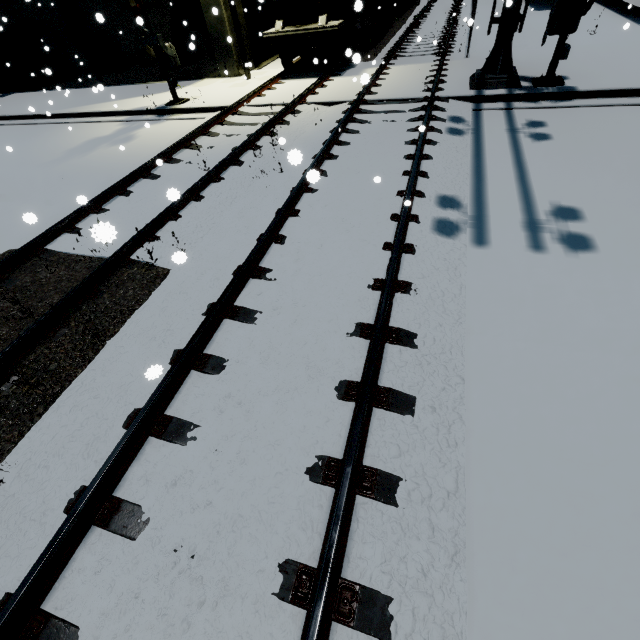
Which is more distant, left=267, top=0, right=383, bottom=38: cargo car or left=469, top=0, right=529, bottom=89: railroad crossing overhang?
left=267, top=0, right=383, bottom=38: cargo car

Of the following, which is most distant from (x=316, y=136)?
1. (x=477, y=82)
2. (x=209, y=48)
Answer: (x=209, y=48)

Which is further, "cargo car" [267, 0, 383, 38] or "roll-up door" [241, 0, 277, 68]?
"roll-up door" [241, 0, 277, 68]

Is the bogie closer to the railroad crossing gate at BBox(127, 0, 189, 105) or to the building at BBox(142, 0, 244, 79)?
the building at BBox(142, 0, 244, 79)

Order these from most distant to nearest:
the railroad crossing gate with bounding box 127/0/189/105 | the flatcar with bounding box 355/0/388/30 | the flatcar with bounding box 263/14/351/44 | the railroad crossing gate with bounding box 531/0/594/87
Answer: the flatcar with bounding box 355/0/388/30 → the flatcar with bounding box 263/14/351/44 → the railroad crossing gate with bounding box 127/0/189/105 → the railroad crossing gate with bounding box 531/0/594/87

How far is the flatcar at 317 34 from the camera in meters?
11.3

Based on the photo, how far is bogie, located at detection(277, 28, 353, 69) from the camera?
12.1m

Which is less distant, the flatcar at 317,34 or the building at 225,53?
the flatcar at 317,34
